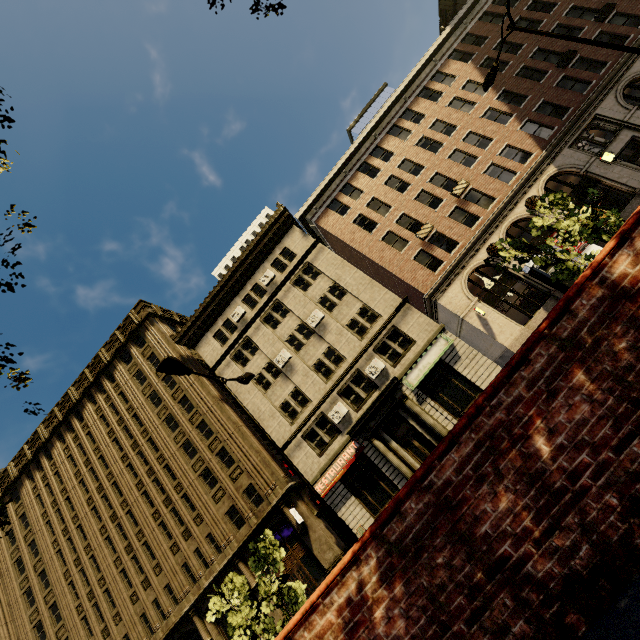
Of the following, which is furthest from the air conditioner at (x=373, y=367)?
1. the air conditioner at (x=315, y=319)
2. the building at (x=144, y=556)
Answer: the air conditioner at (x=315, y=319)

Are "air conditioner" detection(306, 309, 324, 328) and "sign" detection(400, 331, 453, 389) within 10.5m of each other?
yes

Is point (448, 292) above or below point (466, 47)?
below

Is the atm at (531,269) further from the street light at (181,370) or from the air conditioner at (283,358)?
the street light at (181,370)

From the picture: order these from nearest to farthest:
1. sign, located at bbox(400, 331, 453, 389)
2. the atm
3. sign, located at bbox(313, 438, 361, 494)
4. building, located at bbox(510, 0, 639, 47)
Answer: the atm
sign, located at bbox(400, 331, 453, 389)
sign, located at bbox(313, 438, 361, 494)
building, located at bbox(510, 0, 639, 47)

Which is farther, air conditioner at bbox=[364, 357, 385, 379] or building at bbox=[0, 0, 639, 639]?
air conditioner at bbox=[364, 357, 385, 379]

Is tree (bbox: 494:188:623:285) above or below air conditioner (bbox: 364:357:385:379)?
below

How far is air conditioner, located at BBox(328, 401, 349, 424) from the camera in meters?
21.9 m
